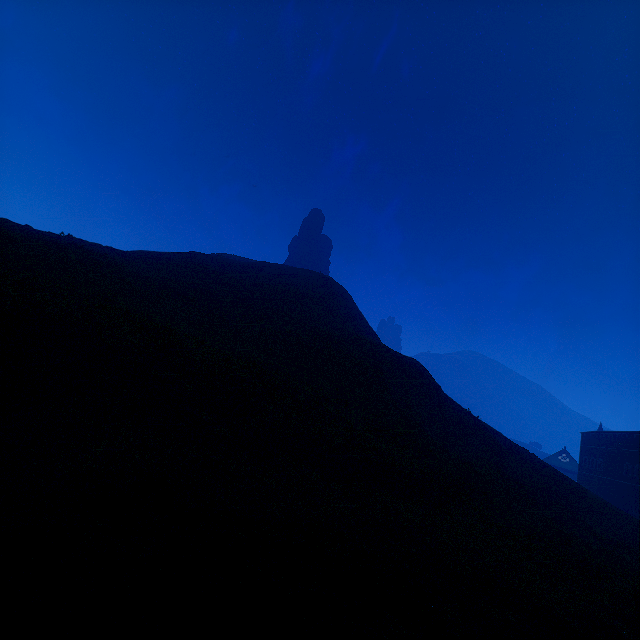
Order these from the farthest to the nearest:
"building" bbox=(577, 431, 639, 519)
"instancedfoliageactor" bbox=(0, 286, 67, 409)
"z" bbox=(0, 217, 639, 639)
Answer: "building" bbox=(577, 431, 639, 519) < "instancedfoliageactor" bbox=(0, 286, 67, 409) < "z" bbox=(0, 217, 639, 639)

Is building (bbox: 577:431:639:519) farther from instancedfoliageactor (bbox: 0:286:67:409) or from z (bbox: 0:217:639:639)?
instancedfoliageactor (bbox: 0:286:67:409)

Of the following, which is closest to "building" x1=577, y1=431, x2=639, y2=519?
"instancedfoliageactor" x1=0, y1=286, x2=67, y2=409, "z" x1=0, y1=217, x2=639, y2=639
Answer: "z" x1=0, y1=217, x2=639, y2=639

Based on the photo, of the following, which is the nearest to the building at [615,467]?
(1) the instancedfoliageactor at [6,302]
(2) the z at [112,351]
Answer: (2) the z at [112,351]

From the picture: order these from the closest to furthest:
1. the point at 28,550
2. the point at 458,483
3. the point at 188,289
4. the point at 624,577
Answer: the point at 28,550, the point at 624,577, the point at 458,483, the point at 188,289

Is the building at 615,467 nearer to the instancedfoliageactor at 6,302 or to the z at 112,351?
the z at 112,351

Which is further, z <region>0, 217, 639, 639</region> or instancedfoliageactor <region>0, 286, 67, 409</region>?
instancedfoliageactor <region>0, 286, 67, 409</region>
